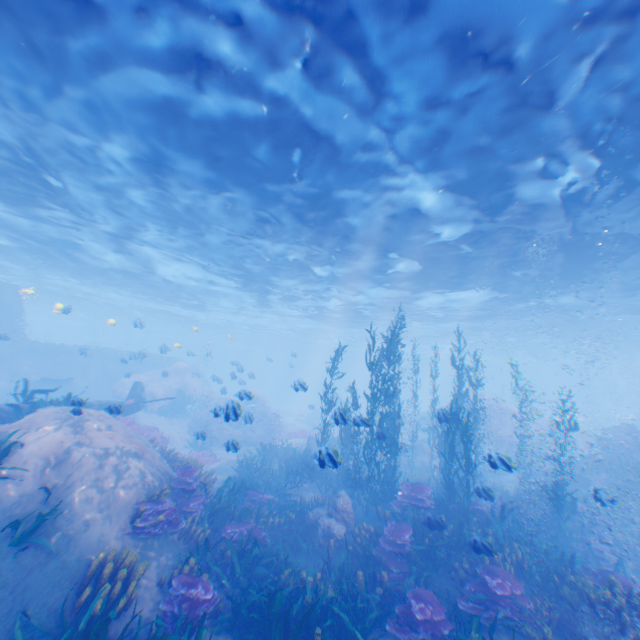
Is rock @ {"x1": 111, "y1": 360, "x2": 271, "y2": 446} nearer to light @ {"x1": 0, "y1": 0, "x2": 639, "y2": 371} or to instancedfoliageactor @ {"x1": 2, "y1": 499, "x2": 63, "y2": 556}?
light @ {"x1": 0, "y1": 0, "x2": 639, "y2": 371}

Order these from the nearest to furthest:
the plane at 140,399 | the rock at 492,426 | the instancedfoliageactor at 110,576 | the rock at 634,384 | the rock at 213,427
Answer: the instancedfoliageactor at 110,576 < the rock at 492,426 < the plane at 140,399 < the rock at 634,384 < the rock at 213,427

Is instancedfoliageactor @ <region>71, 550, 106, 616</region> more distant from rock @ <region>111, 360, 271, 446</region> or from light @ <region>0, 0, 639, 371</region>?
light @ <region>0, 0, 639, 371</region>

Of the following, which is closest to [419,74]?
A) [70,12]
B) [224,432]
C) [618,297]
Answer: [70,12]

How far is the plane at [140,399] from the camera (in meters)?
9.10

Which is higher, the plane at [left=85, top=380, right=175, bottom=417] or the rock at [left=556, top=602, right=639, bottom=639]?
the plane at [left=85, top=380, right=175, bottom=417]

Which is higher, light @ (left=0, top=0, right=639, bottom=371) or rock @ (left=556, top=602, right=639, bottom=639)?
light @ (left=0, top=0, right=639, bottom=371)
